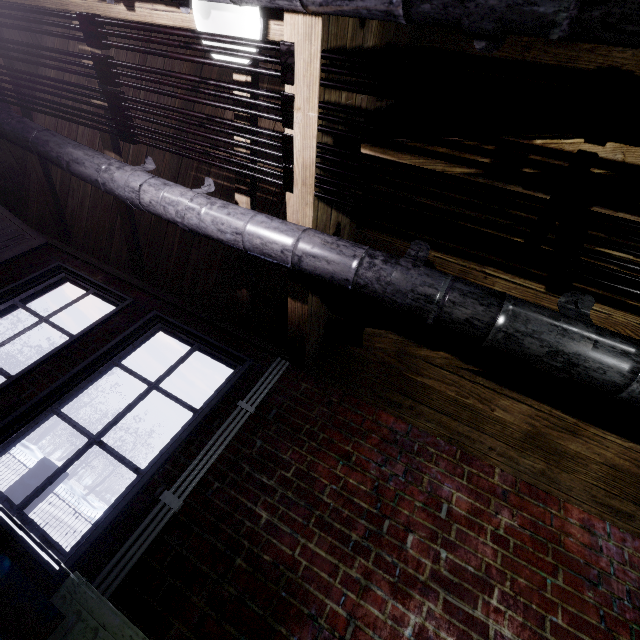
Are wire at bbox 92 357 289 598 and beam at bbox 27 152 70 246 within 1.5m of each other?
no

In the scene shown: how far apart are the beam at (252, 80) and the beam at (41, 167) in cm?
186

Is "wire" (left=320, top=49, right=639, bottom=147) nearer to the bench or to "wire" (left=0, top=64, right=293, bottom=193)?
"wire" (left=0, top=64, right=293, bottom=193)

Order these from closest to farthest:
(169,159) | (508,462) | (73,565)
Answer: (73,565)
(508,462)
(169,159)

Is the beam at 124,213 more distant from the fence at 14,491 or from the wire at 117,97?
the fence at 14,491

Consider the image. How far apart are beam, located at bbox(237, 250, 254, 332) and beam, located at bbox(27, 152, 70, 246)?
1.9m

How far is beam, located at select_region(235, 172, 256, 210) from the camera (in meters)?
1.66

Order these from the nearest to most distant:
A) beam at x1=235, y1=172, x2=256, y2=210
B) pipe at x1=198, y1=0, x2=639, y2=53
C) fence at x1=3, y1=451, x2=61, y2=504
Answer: pipe at x1=198, y1=0, x2=639, y2=53
beam at x1=235, y1=172, x2=256, y2=210
fence at x1=3, y1=451, x2=61, y2=504
